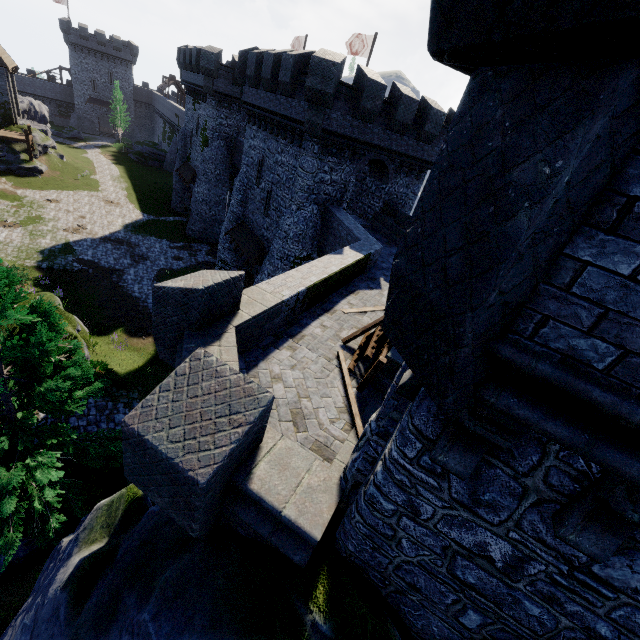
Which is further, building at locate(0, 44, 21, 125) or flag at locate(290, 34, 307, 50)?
building at locate(0, 44, 21, 125)

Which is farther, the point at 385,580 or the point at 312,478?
the point at 312,478

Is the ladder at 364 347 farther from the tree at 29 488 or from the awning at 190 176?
the awning at 190 176

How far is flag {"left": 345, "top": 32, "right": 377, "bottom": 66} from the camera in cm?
2489

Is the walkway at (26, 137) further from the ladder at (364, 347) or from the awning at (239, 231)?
the ladder at (364, 347)

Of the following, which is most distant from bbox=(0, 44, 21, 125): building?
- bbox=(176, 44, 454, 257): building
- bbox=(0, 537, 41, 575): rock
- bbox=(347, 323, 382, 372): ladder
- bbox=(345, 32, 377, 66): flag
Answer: bbox=(347, 323, 382, 372): ladder

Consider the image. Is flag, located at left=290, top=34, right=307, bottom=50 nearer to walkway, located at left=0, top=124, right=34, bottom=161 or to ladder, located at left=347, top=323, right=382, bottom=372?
walkway, located at left=0, top=124, right=34, bottom=161

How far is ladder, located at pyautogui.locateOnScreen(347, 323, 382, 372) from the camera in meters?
8.1
